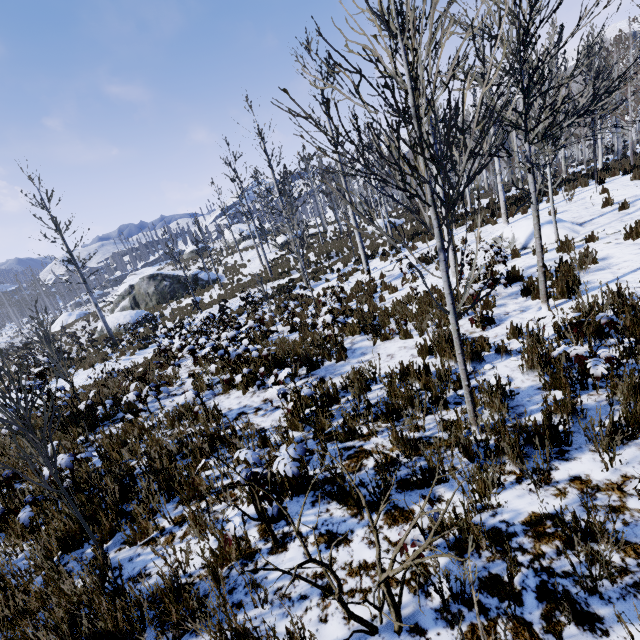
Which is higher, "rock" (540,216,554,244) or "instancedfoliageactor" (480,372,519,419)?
"rock" (540,216,554,244)

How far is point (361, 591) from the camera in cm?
217

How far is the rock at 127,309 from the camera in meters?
23.7

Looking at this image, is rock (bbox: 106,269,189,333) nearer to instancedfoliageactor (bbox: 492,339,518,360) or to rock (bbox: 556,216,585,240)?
instancedfoliageactor (bbox: 492,339,518,360)

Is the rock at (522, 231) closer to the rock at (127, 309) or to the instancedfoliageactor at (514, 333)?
the instancedfoliageactor at (514, 333)

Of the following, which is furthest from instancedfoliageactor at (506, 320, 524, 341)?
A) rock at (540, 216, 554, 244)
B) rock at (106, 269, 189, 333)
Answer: rock at (106, 269, 189, 333)

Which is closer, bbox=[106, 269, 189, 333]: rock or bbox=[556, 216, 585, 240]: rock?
bbox=[556, 216, 585, 240]: rock
